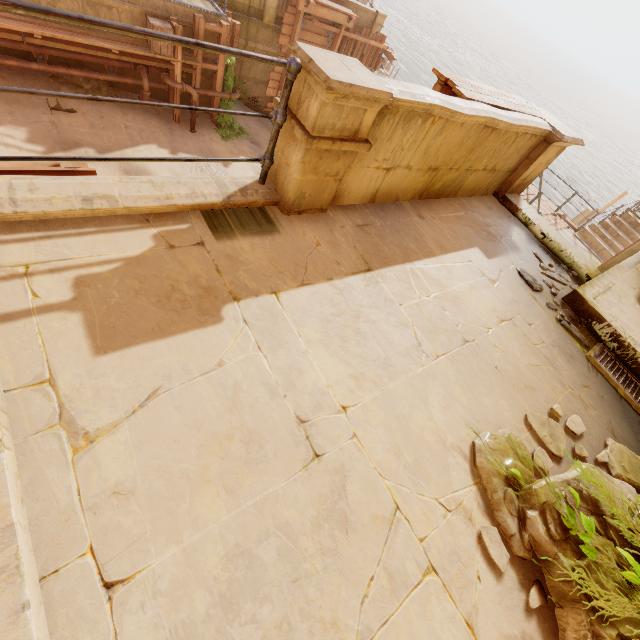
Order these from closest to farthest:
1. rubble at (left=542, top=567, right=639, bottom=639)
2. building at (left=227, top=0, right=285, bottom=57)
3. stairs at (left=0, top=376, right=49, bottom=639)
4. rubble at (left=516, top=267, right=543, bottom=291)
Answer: stairs at (left=0, top=376, right=49, bottom=639)
rubble at (left=542, top=567, right=639, bottom=639)
rubble at (left=516, top=267, right=543, bottom=291)
building at (left=227, top=0, right=285, bottom=57)

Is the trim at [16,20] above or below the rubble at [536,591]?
below

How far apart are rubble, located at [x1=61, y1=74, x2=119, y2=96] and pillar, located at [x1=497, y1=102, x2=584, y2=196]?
Result: 9.4 meters

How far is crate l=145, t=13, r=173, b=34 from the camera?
8.5m

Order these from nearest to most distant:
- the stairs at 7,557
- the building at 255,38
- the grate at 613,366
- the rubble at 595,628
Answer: the stairs at 7,557 < the rubble at 595,628 < the grate at 613,366 < the building at 255,38

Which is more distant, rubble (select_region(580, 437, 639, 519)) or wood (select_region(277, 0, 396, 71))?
wood (select_region(277, 0, 396, 71))

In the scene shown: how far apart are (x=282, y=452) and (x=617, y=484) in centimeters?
270cm

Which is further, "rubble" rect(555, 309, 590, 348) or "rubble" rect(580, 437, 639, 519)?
"rubble" rect(555, 309, 590, 348)
